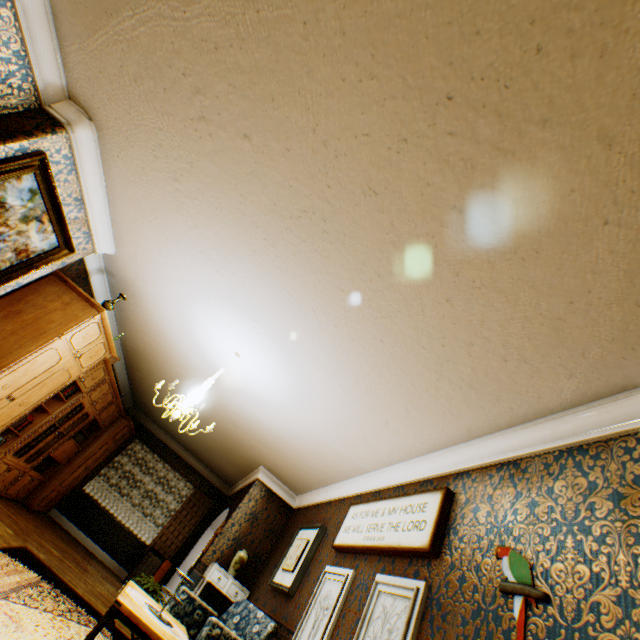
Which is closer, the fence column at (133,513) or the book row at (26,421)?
the book row at (26,421)

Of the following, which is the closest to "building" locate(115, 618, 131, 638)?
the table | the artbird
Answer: the artbird

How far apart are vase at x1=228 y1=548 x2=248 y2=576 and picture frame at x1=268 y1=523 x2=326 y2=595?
1.08m

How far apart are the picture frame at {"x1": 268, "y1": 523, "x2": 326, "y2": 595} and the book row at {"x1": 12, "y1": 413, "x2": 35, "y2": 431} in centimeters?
479cm

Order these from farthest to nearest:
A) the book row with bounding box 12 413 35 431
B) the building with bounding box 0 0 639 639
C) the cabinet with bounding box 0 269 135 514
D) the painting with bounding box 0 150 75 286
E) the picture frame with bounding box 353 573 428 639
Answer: the book row with bounding box 12 413 35 431 < the cabinet with bounding box 0 269 135 514 < the painting with bounding box 0 150 75 286 < the picture frame with bounding box 353 573 428 639 < the building with bounding box 0 0 639 639

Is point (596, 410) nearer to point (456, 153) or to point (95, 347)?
point (456, 153)

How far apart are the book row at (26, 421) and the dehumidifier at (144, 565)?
5.19m

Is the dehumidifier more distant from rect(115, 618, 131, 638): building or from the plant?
the plant
